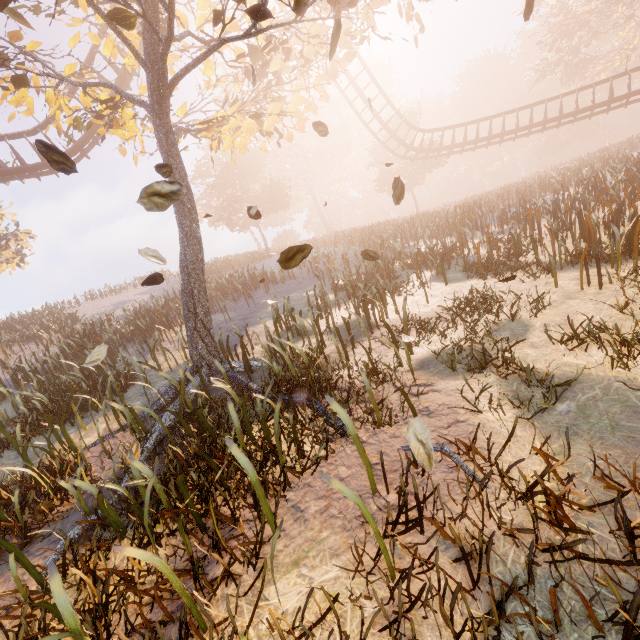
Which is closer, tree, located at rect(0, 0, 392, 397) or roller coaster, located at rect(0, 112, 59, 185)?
tree, located at rect(0, 0, 392, 397)

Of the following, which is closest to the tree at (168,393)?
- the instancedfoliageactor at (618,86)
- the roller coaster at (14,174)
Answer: the roller coaster at (14,174)

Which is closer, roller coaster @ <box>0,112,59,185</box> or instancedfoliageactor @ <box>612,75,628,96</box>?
roller coaster @ <box>0,112,59,185</box>

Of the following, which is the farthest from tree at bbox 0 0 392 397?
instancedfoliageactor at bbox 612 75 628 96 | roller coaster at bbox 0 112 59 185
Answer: instancedfoliageactor at bbox 612 75 628 96

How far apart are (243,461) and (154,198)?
2.3m

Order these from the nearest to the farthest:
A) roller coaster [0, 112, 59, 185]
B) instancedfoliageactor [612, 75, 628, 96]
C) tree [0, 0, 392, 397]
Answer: tree [0, 0, 392, 397], roller coaster [0, 112, 59, 185], instancedfoliageactor [612, 75, 628, 96]

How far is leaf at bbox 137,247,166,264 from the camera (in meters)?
4.07

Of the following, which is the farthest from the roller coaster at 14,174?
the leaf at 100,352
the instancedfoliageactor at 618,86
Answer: the instancedfoliageactor at 618,86
